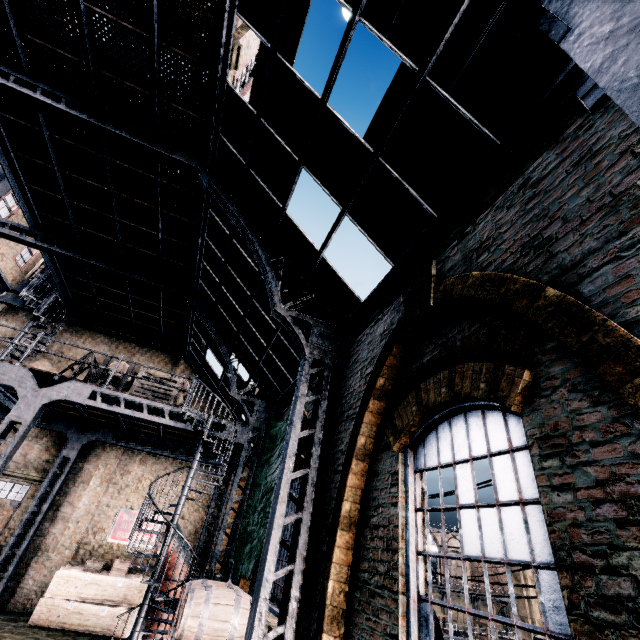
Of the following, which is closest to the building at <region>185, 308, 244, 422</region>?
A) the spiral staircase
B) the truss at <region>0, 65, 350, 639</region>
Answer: the truss at <region>0, 65, 350, 639</region>

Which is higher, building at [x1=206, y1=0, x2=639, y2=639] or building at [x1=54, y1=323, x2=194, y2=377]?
building at [x1=54, y1=323, x2=194, y2=377]

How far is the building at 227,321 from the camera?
9.6m

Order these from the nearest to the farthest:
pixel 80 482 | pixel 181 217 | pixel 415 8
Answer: pixel 415 8, pixel 181 217, pixel 80 482

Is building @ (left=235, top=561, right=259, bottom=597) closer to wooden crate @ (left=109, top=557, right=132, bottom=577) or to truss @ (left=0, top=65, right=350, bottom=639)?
truss @ (left=0, top=65, right=350, bottom=639)

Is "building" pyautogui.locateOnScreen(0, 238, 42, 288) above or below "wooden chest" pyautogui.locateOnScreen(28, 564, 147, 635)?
above

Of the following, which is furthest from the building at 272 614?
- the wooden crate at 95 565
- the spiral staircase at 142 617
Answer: the spiral staircase at 142 617

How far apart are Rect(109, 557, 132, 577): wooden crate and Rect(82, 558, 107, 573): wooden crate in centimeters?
34cm
